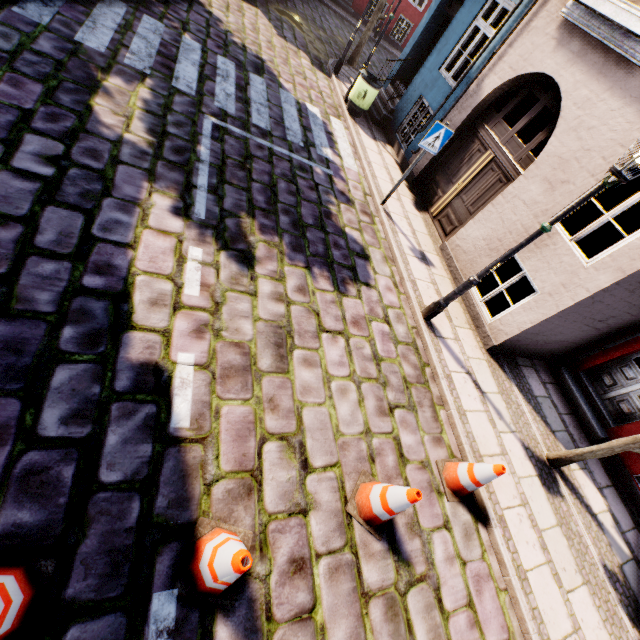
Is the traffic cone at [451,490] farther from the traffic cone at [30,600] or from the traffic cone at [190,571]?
the traffic cone at [30,600]

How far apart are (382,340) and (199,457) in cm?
312

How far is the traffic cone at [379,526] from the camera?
3.06m

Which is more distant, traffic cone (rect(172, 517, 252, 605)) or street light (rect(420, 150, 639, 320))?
street light (rect(420, 150, 639, 320))

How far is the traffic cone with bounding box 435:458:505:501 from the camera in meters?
3.8

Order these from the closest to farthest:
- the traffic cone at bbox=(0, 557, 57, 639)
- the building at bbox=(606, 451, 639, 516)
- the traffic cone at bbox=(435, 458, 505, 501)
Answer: the traffic cone at bbox=(0, 557, 57, 639) → the traffic cone at bbox=(435, 458, 505, 501) → the building at bbox=(606, 451, 639, 516)

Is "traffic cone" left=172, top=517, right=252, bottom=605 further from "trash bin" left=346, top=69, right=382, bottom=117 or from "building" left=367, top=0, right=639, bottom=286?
"trash bin" left=346, top=69, right=382, bottom=117

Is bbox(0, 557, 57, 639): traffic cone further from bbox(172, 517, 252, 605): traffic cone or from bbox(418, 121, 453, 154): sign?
bbox(418, 121, 453, 154): sign
